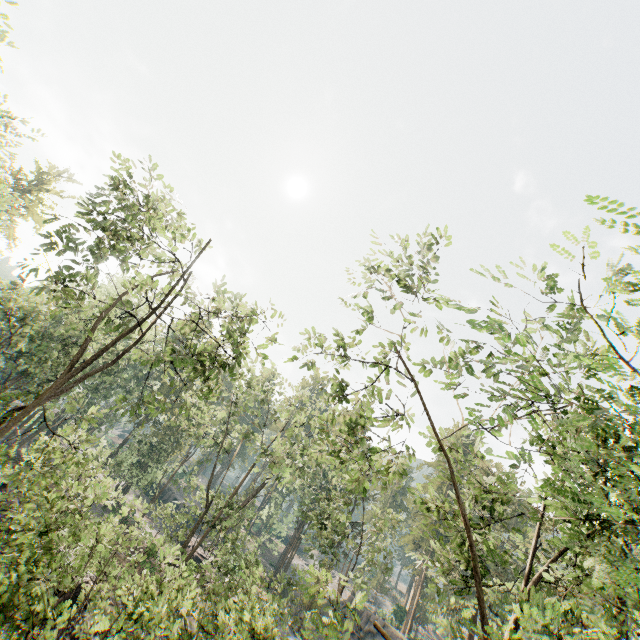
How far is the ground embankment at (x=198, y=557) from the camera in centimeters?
2966cm

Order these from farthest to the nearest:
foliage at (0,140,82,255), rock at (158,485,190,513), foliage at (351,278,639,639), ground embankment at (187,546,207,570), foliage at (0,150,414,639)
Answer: rock at (158,485,190,513)
ground embankment at (187,546,207,570)
foliage at (0,140,82,255)
foliage at (0,150,414,639)
foliage at (351,278,639,639)

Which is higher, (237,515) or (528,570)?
(528,570)

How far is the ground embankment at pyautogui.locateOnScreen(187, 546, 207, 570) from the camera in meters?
29.7

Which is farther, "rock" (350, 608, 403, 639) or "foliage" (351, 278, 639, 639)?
"rock" (350, 608, 403, 639)

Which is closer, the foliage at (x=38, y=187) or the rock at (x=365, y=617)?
the foliage at (x=38, y=187)

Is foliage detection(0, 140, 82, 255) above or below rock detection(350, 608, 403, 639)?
above

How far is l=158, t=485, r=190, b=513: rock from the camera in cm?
5294
